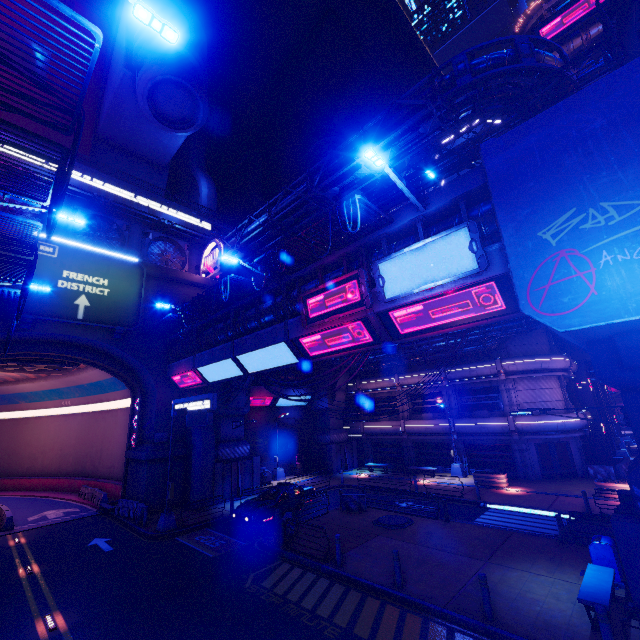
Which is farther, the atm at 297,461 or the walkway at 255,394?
the atm at 297,461

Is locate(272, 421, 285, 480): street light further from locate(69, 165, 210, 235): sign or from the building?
the building

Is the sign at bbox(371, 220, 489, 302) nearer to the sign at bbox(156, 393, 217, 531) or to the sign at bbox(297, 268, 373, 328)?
the sign at bbox(297, 268, 373, 328)

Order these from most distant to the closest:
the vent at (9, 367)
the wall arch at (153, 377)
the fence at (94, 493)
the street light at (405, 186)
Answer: the fence at (94, 493)
the vent at (9, 367)
the wall arch at (153, 377)
the street light at (405, 186)

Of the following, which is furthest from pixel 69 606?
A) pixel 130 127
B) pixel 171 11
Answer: pixel 171 11

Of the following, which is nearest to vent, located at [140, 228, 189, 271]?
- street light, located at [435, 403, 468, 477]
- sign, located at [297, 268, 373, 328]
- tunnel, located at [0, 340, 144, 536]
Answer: tunnel, located at [0, 340, 144, 536]

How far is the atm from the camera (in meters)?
32.47

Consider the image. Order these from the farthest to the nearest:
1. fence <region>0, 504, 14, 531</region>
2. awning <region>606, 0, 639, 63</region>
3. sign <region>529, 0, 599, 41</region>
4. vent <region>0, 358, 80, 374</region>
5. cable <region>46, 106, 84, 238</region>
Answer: sign <region>529, 0, 599, 41</region> < vent <region>0, 358, 80, 374</region> < fence <region>0, 504, 14, 531</region> < awning <region>606, 0, 639, 63</region> < cable <region>46, 106, 84, 238</region>
